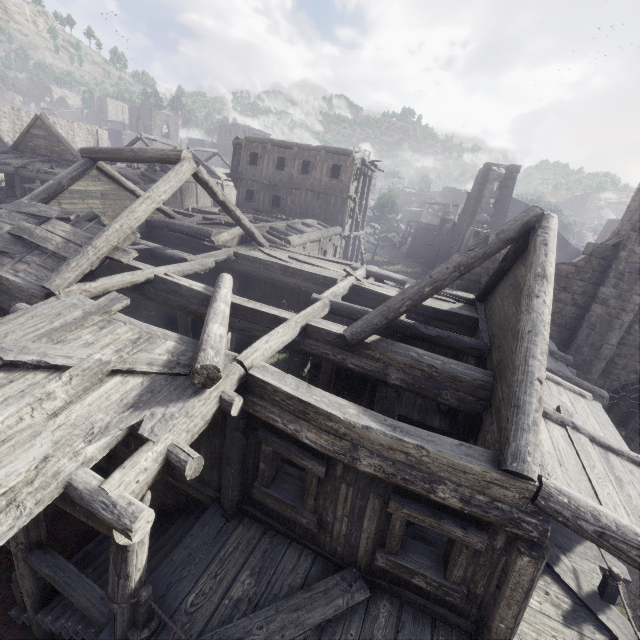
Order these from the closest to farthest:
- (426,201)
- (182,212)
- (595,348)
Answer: (595,348), (182,212), (426,201)

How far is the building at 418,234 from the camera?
46.28m

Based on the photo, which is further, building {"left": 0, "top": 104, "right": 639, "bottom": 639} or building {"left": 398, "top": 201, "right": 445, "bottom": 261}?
building {"left": 398, "top": 201, "right": 445, "bottom": 261}

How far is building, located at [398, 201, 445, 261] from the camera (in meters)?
46.28

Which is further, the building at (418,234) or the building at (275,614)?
the building at (418,234)
